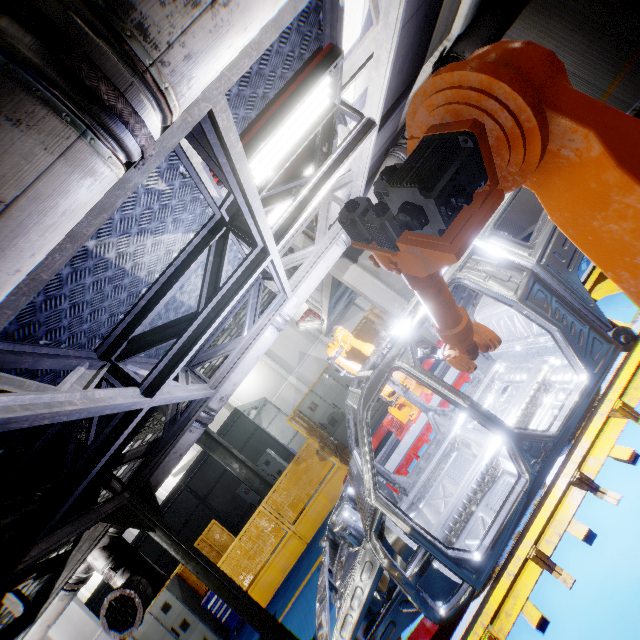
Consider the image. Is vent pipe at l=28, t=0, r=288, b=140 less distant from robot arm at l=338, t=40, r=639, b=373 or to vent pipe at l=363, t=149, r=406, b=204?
robot arm at l=338, t=40, r=639, b=373

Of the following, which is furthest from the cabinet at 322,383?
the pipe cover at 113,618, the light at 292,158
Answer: the light at 292,158

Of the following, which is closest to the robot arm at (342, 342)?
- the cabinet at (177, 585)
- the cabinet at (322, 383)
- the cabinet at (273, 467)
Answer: the cabinet at (322, 383)

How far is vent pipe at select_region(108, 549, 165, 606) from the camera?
4.7 meters

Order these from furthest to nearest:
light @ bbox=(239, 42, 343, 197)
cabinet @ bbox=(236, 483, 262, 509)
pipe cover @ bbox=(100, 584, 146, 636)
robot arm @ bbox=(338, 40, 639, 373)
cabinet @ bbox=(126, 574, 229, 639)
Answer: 1. cabinet @ bbox=(236, 483, 262, 509)
2. cabinet @ bbox=(126, 574, 229, 639)
3. pipe cover @ bbox=(100, 584, 146, 636)
4. light @ bbox=(239, 42, 343, 197)
5. robot arm @ bbox=(338, 40, 639, 373)

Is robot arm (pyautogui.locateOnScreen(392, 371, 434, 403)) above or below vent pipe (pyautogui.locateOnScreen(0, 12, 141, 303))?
below

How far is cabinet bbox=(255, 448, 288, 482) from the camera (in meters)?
13.72

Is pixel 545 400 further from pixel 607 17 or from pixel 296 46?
pixel 607 17
